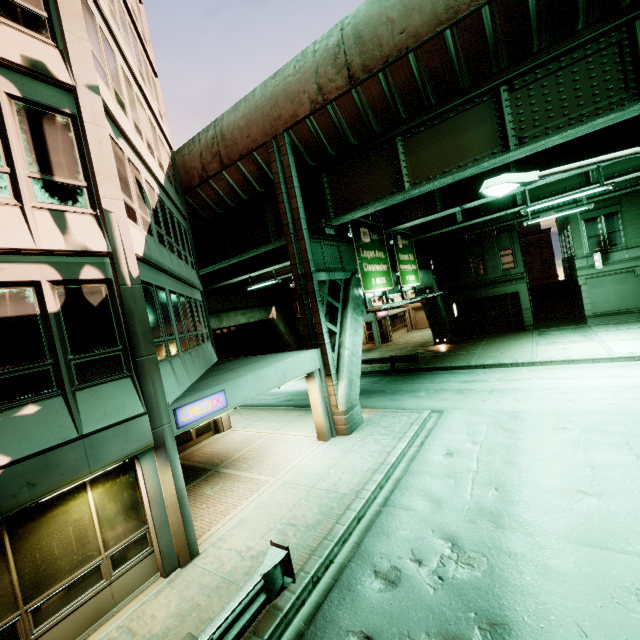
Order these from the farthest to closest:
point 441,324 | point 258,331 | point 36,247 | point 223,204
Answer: point 258,331 < point 441,324 < point 223,204 < point 36,247

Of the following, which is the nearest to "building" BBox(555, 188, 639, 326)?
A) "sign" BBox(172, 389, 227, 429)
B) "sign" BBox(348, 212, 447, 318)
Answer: "sign" BBox(348, 212, 447, 318)

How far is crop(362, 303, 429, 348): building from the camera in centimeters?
3509cm

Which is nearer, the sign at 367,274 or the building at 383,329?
the sign at 367,274

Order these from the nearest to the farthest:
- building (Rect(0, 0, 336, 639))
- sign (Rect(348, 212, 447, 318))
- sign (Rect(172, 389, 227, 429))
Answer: building (Rect(0, 0, 336, 639)) < sign (Rect(172, 389, 227, 429)) < sign (Rect(348, 212, 447, 318))

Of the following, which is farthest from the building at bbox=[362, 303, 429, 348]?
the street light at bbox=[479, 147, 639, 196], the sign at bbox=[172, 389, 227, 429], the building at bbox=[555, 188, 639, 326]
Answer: the sign at bbox=[172, 389, 227, 429]

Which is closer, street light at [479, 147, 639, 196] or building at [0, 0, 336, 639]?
building at [0, 0, 336, 639]

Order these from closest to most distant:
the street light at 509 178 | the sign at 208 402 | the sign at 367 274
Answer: the street light at 509 178
the sign at 208 402
the sign at 367 274
